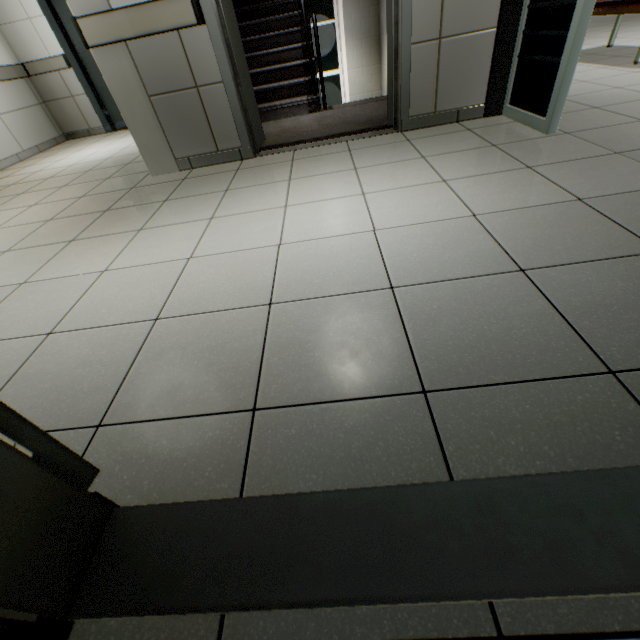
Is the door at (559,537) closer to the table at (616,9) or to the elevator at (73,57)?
the table at (616,9)

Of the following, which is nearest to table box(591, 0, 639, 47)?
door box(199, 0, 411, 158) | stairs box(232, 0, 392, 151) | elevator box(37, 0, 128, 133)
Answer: stairs box(232, 0, 392, 151)

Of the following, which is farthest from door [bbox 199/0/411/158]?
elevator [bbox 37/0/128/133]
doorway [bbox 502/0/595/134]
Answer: elevator [bbox 37/0/128/133]

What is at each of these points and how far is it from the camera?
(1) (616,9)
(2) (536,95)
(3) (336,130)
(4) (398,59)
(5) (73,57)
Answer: (1) table, 3.64m
(2) doorway, 2.40m
(3) stairs, 3.37m
(4) door, 2.66m
(5) elevator, 5.21m

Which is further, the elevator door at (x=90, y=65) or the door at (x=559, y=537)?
the elevator door at (x=90, y=65)

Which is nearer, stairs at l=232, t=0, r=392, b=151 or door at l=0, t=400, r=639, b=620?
door at l=0, t=400, r=639, b=620

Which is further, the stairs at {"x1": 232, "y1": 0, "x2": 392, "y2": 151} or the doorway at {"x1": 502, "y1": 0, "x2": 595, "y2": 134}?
the stairs at {"x1": 232, "y1": 0, "x2": 392, "y2": 151}

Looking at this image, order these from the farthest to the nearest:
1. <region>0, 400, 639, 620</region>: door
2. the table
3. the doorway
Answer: the table < the doorway < <region>0, 400, 639, 620</region>: door
